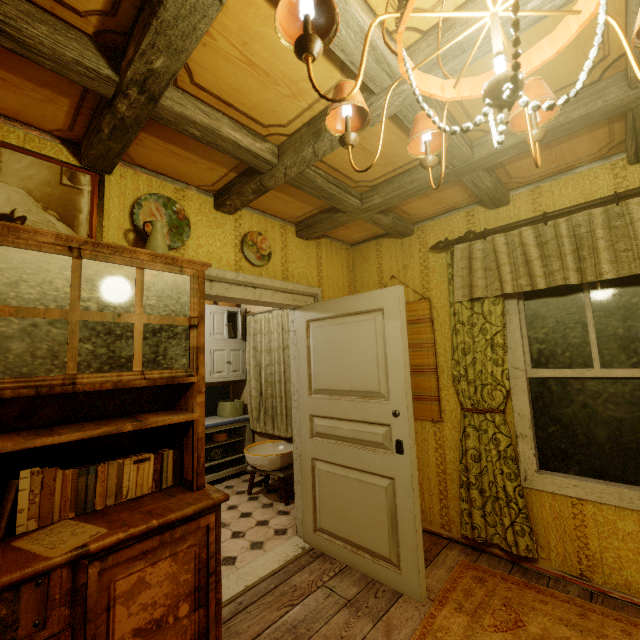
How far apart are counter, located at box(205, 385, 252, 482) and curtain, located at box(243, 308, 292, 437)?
0.02m

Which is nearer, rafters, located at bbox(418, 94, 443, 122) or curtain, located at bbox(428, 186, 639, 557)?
rafters, located at bbox(418, 94, 443, 122)

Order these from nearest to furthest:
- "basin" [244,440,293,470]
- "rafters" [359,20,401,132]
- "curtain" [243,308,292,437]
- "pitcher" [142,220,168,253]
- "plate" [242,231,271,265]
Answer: "rafters" [359,20,401,132] < "pitcher" [142,220,168,253] < "plate" [242,231,271,265] < "basin" [244,440,293,470] < "curtain" [243,308,292,437]

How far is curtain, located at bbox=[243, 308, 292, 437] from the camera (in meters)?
4.24

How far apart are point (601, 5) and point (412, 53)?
0.8m

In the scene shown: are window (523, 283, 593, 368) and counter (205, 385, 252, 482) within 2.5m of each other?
no

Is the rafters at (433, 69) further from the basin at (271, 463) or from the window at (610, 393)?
the basin at (271, 463)

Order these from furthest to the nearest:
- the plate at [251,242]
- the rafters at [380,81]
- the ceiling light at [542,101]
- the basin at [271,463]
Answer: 1. the basin at [271,463]
2. the plate at [251,242]
3. the rafters at [380,81]
4. the ceiling light at [542,101]
